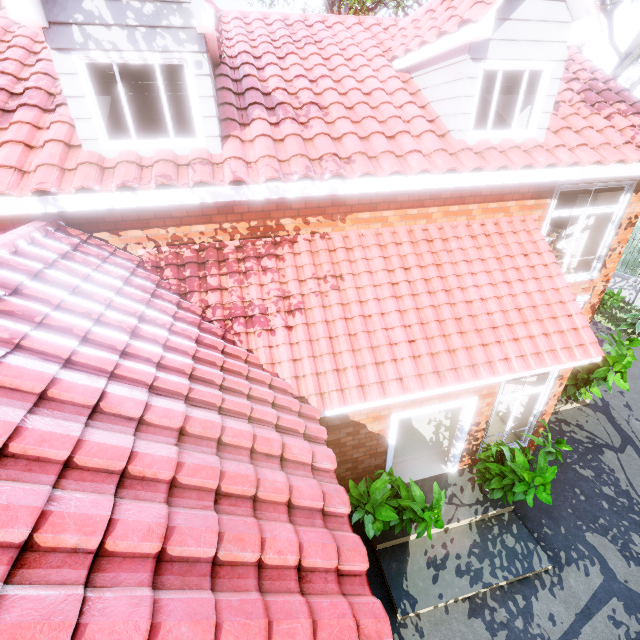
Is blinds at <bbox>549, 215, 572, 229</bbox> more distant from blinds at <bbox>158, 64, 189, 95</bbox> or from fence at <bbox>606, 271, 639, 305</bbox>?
blinds at <bbox>158, 64, 189, 95</bbox>

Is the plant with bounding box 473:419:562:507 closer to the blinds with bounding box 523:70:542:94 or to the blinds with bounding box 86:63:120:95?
the blinds with bounding box 523:70:542:94

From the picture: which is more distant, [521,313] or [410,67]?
[410,67]

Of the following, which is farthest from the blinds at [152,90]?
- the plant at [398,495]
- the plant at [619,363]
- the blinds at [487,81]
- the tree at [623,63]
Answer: the tree at [623,63]

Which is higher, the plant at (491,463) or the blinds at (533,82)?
the blinds at (533,82)

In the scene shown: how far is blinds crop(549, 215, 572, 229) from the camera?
9.1 meters

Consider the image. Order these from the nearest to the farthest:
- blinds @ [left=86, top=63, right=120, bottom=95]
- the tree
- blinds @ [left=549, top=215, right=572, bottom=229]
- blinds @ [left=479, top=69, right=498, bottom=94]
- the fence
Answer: blinds @ [left=86, top=63, right=120, bottom=95] → blinds @ [left=479, top=69, right=498, bottom=94] → blinds @ [left=549, top=215, right=572, bottom=229] → the tree → the fence
